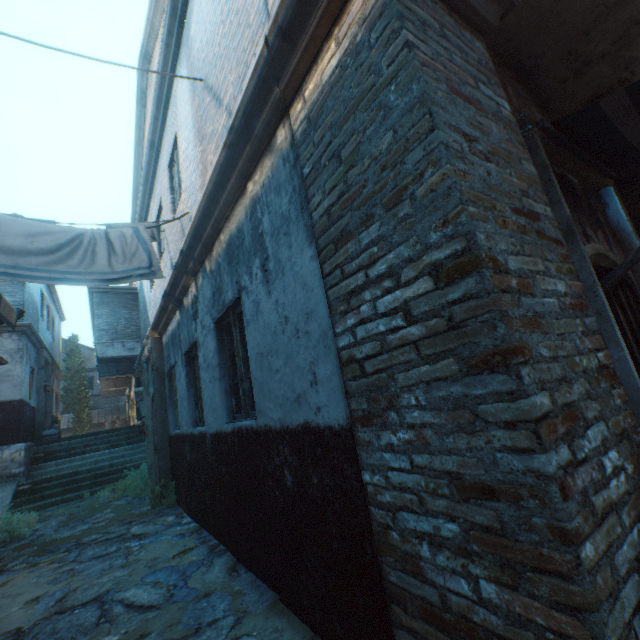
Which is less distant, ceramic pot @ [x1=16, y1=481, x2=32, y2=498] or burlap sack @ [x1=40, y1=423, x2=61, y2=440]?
ceramic pot @ [x1=16, y1=481, x2=32, y2=498]

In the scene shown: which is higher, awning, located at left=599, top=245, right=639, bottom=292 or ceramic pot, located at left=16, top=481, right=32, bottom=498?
awning, located at left=599, top=245, right=639, bottom=292

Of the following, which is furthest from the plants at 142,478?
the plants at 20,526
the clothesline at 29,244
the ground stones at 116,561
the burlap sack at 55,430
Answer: the clothesline at 29,244

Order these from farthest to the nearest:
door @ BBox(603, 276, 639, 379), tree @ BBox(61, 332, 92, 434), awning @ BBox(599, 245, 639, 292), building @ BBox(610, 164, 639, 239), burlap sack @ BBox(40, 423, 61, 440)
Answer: tree @ BBox(61, 332, 92, 434)
burlap sack @ BBox(40, 423, 61, 440)
building @ BBox(610, 164, 639, 239)
door @ BBox(603, 276, 639, 379)
awning @ BBox(599, 245, 639, 292)

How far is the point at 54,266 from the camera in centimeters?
398cm

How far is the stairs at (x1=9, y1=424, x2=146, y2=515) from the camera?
9.54m

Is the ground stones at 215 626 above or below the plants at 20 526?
below

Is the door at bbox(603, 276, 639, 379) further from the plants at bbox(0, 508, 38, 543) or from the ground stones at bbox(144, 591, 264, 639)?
the plants at bbox(0, 508, 38, 543)
